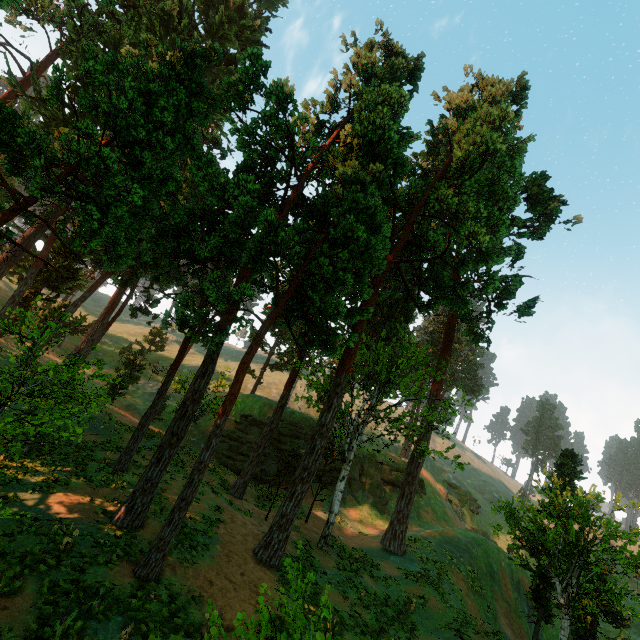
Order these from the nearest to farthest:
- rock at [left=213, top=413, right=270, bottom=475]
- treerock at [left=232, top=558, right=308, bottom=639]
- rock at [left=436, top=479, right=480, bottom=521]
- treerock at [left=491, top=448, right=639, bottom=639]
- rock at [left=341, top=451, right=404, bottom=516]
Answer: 1. treerock at [left=232, top=558, right=308, bottom=639]
2. treerock at [left=491, top=448, right=639, bottom=639]
3. rock at [left=213, top=413, right=270, bottom=475]
4. rock at [left=341, top=451, right=404, bottom=516]
5. rock at [left=436, top=479, right=480, bottom=521]

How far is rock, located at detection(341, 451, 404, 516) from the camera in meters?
38.3

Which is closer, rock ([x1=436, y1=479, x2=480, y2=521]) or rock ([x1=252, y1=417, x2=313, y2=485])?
rock ([x1=252, y1=417, x2=313, y2=485])

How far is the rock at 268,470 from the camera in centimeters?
3303cm

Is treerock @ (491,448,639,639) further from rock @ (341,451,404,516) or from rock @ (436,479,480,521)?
rock @ (436,479,480,521)

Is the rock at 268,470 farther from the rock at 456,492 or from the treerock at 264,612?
the rock at 456,492

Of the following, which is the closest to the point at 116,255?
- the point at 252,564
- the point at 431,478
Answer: the point at 252,564
